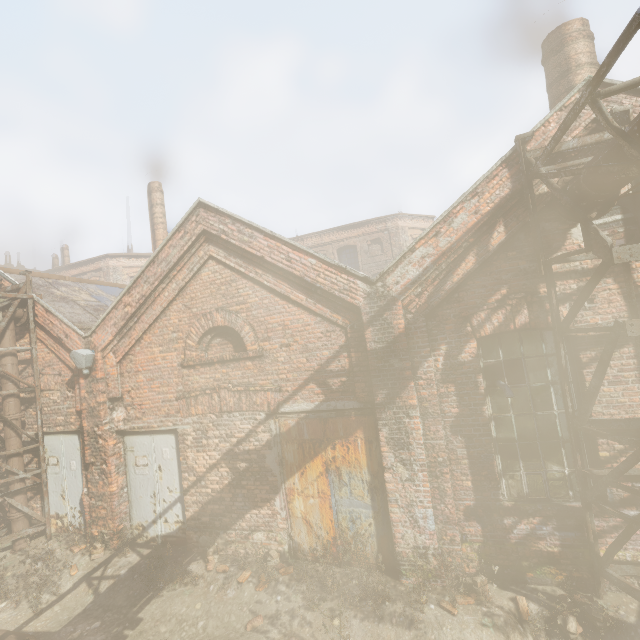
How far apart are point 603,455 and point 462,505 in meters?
2.2 m

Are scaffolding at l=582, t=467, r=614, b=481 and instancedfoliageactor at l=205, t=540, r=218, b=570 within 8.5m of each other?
yes

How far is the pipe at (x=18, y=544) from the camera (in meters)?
7.71

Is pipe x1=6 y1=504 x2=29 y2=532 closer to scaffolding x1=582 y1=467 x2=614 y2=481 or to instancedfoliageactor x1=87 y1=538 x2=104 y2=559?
scaffolding x1=582 y1=467 x2=614 y2=481

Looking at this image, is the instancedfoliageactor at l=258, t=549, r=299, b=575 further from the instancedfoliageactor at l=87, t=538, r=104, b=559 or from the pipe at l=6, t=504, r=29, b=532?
the pipe at l=6, t=504, r=29, b=532

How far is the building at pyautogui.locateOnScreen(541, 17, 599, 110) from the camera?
6.73m

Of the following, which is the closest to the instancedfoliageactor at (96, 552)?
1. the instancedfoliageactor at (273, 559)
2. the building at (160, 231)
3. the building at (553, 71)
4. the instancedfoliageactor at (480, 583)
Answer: the instancedfoliageactor at (273, 559)

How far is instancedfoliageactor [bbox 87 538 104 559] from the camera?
6.9m
